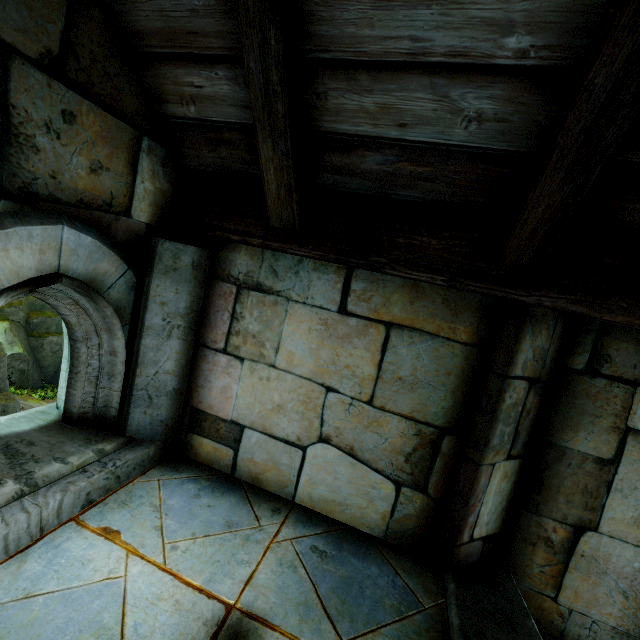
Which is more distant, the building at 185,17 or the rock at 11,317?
the rock at 11,317

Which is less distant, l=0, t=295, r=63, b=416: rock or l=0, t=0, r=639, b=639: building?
l=0, t=0, r=639, b=639: building

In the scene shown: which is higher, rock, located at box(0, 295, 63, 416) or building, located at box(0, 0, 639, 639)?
building, located at box(0, 0, 639, 639)

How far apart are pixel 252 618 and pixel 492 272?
1.82m

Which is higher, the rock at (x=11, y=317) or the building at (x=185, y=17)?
the building at (x=185, y=17)
